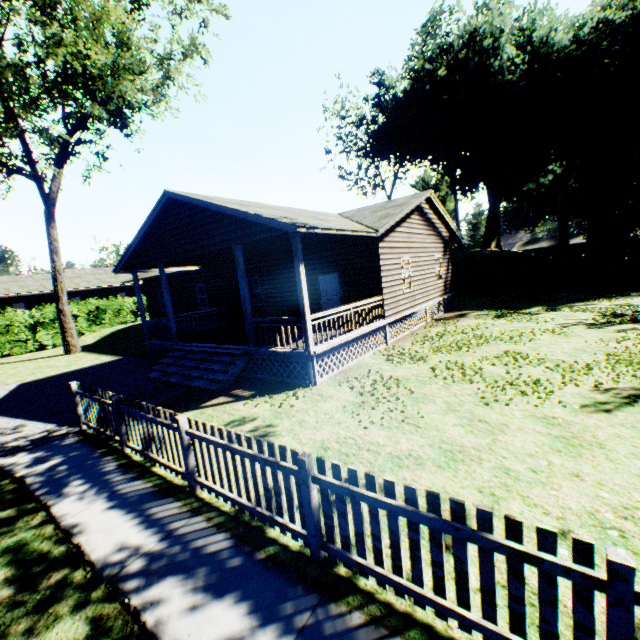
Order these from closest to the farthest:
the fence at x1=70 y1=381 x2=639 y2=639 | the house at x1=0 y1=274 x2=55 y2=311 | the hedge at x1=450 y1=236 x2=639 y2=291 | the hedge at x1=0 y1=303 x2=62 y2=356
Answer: the fence at x1=70 y1=381 x2=639 y2=639
the hedge at x1=450 y1=236 x2=639 y2=291
the hedge at x1=0 y1=303 x2=62 y2=356
the house at x1=0 y1=274 x2=55 y2=311

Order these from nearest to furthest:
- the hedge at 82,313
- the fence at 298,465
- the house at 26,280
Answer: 1. the fence at 298,465
2. the hedge at 82,313
3. the house at 26,280

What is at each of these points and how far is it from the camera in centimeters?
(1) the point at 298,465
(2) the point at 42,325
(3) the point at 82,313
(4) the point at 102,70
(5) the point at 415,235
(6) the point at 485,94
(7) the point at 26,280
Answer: (1) fence, 346cm
(2) hedge, 2478cm
(3) hedge, 2666cm
(4) tree, 1792cm
(5) house, 1596cm
(6) plant, 3606cm
(7) house, 3628cm

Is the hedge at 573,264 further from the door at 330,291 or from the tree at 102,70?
the door at 330,291

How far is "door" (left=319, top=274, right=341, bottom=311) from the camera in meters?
14.3 m

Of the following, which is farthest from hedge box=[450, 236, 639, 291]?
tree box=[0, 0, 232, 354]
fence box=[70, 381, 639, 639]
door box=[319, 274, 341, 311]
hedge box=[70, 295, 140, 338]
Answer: fence box=[70, 381, 639, 639]

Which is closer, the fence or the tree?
the fence

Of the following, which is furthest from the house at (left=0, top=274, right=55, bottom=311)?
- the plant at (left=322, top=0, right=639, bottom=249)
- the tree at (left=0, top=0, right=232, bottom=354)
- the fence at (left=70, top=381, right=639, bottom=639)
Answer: the fence at (left=70, top=381, right=639, bottom=639)
